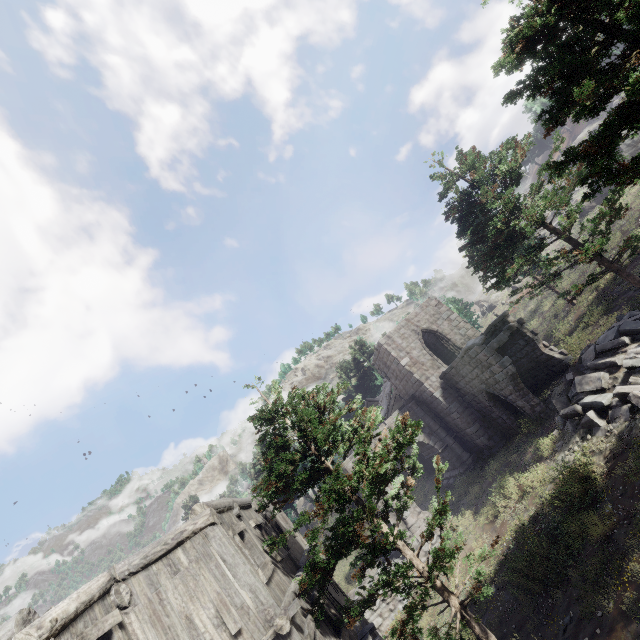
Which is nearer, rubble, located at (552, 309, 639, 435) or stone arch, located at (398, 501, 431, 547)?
rubble, located at (552, 309, 639, 435)

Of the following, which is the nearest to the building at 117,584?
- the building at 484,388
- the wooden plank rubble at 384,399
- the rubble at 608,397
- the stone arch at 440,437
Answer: the stone arch at 440,437

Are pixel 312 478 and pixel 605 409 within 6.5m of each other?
no

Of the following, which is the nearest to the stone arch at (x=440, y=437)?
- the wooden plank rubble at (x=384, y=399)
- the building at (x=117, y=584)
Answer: the building at (x=117, y=584)

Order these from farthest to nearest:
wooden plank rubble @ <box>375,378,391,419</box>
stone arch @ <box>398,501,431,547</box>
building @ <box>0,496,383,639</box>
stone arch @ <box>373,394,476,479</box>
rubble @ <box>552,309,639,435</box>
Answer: wooden plank rubble @ <box>375,378,391,419</box> → stone arch @ <box>373,394,476,479</box> → stone arch @ <box>398,501,431,547</box> → rubble @ <box>552,309,639,435</box> → building @ <box>0,496,383,639</box>

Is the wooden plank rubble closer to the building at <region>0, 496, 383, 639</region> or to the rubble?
the rubble

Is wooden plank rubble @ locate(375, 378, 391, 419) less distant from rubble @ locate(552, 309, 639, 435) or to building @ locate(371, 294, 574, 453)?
building @ locate(371, 294, 574, 453)

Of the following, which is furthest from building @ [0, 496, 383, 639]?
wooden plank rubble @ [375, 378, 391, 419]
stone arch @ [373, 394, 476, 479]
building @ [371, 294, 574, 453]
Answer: wooden plank rubble @ [375, 378, 391, 419]
